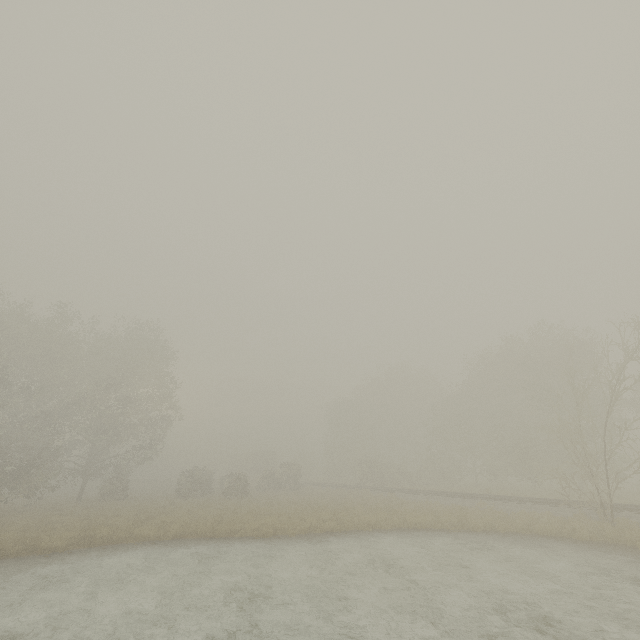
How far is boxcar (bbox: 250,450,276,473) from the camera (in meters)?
57.22

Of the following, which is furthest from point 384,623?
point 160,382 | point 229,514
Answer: point 160,382

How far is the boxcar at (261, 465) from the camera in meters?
57.2
